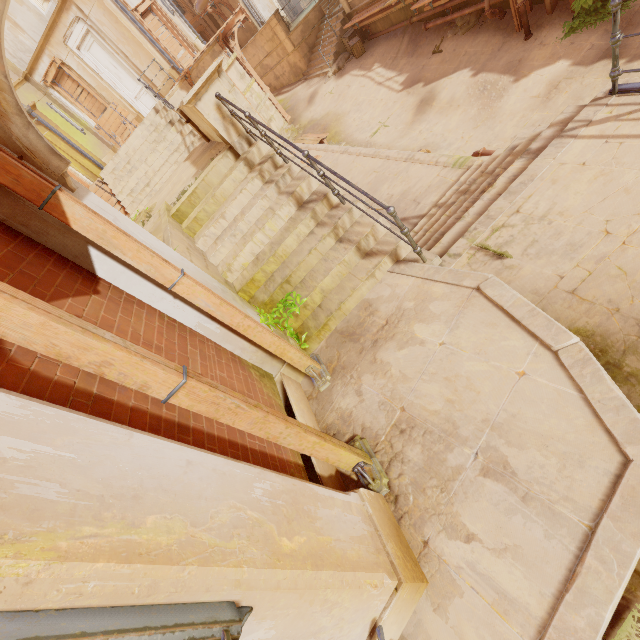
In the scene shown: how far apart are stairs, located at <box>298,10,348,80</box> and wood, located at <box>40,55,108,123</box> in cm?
1098

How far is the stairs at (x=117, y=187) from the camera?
11.9m

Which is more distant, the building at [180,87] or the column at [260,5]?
the column at [260,5]

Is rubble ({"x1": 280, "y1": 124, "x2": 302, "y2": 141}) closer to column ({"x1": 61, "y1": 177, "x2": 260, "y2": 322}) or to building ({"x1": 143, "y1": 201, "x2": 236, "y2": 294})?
building ({"x1": 143, "y1": 201, "x2": 236, "y2": 294})

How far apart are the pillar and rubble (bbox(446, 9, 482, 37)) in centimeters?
937cm

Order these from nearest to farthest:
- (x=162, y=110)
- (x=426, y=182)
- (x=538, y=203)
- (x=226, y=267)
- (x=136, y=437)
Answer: (x=136, y=437)
(x=538, y=203)
(x=226, y=267)
(x=426, y=182)
(x=162, y=110)

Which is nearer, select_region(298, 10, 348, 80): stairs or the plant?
the plant

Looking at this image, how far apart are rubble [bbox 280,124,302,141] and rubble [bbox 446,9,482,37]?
7.4 meters
